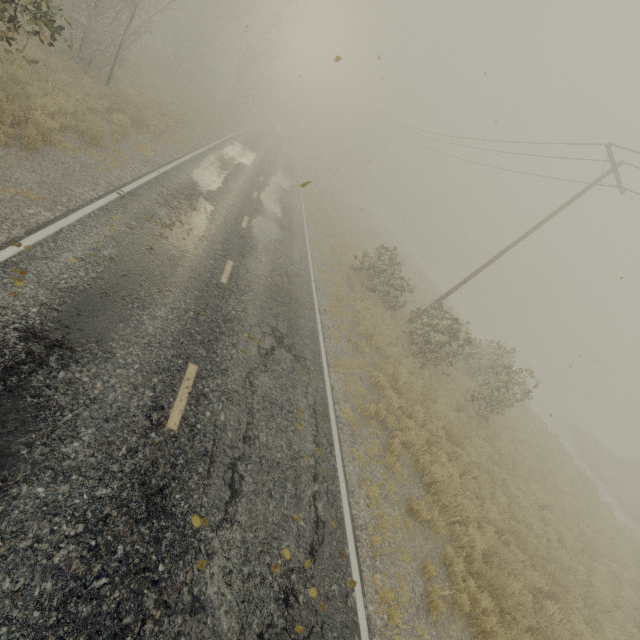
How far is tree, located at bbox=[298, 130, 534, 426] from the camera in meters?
13.9

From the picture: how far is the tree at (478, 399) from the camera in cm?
1392

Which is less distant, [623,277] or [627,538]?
[623,277]
